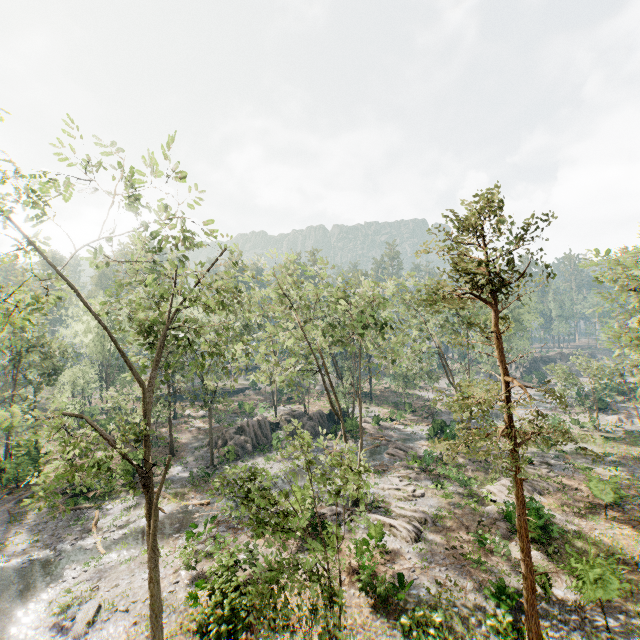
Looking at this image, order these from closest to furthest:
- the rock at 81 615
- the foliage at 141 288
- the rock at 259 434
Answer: the foliage at 141 288, the rock at 81 615, the rock at 259 434

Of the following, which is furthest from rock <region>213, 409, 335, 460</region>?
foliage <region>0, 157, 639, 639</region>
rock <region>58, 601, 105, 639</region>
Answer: rock <region>58, 601, 105, 639</region>

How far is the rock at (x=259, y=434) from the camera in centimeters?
3569cm

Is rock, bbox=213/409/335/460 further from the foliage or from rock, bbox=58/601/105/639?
rock, bbox=58/601/105/639

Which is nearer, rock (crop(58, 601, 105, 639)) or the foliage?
the foliage

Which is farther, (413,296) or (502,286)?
(413,296)
